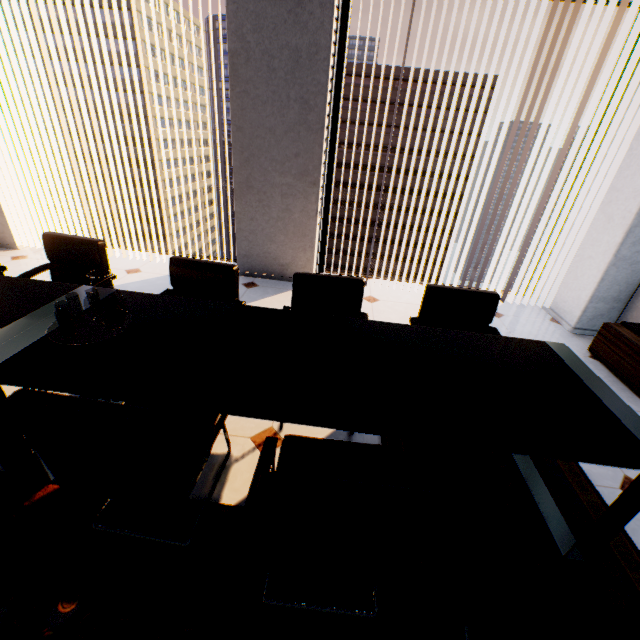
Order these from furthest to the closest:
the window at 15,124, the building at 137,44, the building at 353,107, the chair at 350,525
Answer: the building at 137,44 → the building at 353,107 → the window at 15,124 → the chair at 350,525

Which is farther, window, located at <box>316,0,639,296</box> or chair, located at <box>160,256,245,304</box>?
window, located at <box>316,0,639,296</box>

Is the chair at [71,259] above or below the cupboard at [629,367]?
above

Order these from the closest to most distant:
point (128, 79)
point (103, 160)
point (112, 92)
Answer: point (128, 79) < point (112, 92) < point (103, 160)

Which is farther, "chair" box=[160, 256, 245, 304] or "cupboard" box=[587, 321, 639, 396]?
"cupboard" box=[587, 321, 639, 396]

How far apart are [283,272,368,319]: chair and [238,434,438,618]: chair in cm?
50

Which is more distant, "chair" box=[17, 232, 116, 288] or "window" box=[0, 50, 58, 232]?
"window" box=[0, 50, 58, 232]

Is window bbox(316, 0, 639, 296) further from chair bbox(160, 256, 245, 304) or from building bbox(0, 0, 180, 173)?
building bbox(0, 0, 180, 173)
